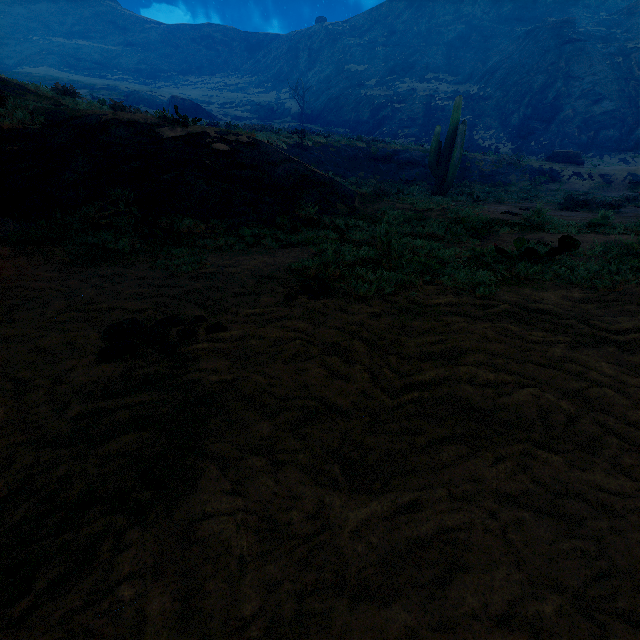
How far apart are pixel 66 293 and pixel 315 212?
5.84m

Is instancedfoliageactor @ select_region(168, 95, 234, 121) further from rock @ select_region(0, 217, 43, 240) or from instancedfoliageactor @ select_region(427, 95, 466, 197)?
instancedfoliageactor @ select_region(427, 95, 466, 197)

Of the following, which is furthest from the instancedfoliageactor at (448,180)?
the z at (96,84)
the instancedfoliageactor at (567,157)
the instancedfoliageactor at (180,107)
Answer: the instancedfoliageactor at (567,157)

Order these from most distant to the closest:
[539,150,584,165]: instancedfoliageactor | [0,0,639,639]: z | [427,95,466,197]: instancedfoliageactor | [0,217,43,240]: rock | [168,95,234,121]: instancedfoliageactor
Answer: [168,95,234,121]: instancedfoliageactor
[539,150,584,165]: instancedfoliageactor
[427,95,466,197]: instancedfoliageactor
[0,217,43,240]: rock
[0,0,639,639]: z

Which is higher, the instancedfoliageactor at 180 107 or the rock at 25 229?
the instancedfoliageactor at 180 107

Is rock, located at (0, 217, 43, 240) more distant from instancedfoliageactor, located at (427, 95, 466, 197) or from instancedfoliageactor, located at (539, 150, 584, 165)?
instancedfoliageactor, located at (539, 150, 584, 165)

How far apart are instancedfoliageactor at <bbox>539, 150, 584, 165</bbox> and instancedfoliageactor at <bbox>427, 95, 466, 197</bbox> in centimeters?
1568cm

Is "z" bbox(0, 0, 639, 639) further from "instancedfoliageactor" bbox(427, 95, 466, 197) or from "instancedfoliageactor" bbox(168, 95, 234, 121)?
"instancedfoliageactor" bbox(427, 95, 466, 197)
